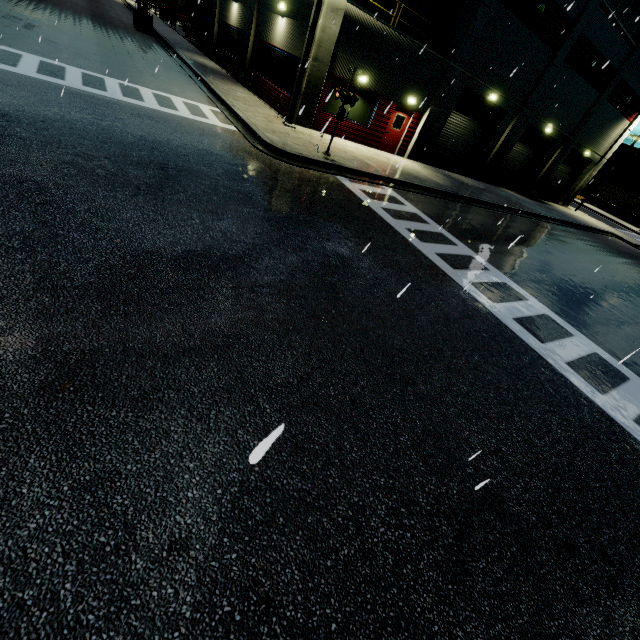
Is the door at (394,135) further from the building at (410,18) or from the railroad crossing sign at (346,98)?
the railroad crossing sign at (346,98)

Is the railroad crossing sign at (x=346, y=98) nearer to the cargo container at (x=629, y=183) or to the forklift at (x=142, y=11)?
the forklift at (x=142, y=11)

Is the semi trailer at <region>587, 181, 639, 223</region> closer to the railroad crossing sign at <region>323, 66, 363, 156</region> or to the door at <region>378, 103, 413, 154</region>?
the door at <region>378, 103, 413, 154</region>

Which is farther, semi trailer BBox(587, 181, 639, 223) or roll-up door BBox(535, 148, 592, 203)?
semi trailer BBox(587, 181, 639, 223)

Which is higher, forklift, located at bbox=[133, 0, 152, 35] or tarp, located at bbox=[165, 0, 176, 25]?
tarp, located at bbox=[165, 0, 176, 25]

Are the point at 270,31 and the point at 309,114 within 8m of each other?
yes

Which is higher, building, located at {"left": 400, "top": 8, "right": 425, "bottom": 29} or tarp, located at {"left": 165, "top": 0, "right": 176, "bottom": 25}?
building, located at {"left": 400, "top": 8, "right": 425, "bottom": 29}

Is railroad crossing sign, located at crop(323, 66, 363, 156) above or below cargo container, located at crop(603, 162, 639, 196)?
below
